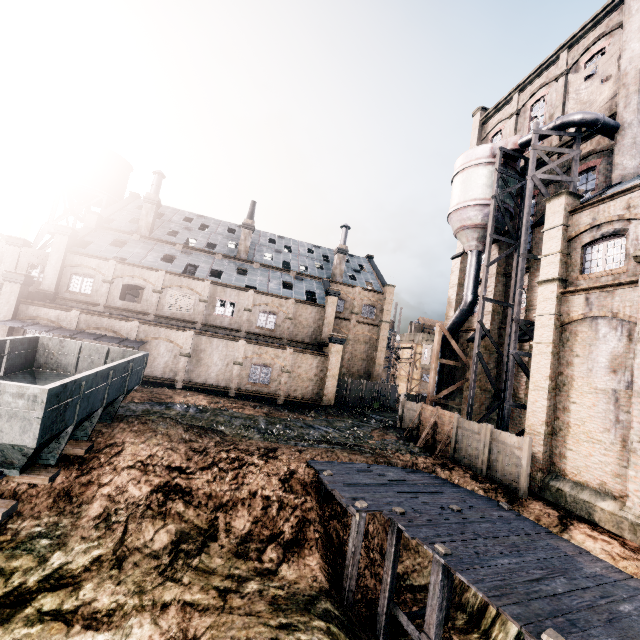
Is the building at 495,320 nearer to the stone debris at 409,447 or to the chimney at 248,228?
the chimney at 248,228

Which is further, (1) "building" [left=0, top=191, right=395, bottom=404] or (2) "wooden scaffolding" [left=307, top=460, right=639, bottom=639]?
(1) "building" [left=0, top=191, right=395, bottom=404]

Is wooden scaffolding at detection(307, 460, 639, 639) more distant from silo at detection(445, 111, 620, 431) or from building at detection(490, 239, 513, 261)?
silo at detection(445, 111, 620, 431)

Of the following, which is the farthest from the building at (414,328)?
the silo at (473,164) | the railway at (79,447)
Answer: the railway at (79,447)

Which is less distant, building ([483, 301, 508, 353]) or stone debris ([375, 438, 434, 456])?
stone debris ([375, 438, 434, 456])

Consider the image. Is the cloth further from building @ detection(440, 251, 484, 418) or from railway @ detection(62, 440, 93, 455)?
railway @ detection(62, 440, 93, 455)

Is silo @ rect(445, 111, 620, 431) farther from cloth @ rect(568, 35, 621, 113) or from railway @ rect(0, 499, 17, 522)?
railway @ rect(0, 499, 17, 522)

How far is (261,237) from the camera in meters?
47.4 m
